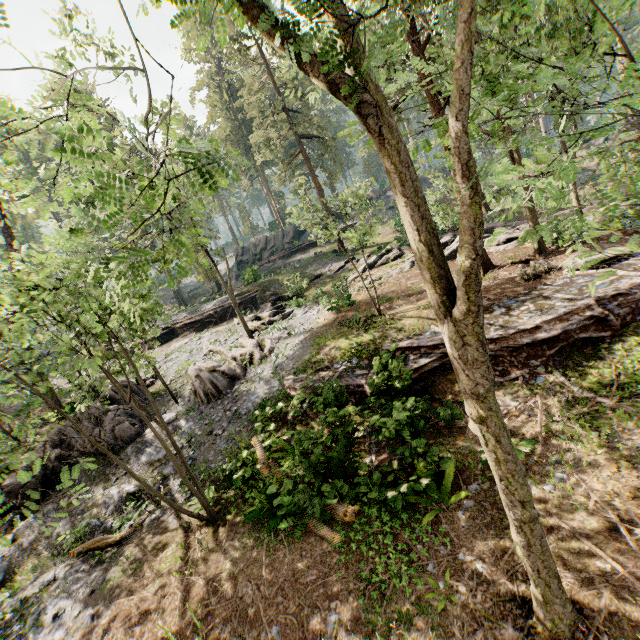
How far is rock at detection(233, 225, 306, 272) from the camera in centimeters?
4250cm

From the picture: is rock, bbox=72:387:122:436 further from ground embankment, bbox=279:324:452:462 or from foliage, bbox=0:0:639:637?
ground embankment, bbox=279:324:452:462

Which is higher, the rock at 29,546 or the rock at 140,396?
the rock at 140,396

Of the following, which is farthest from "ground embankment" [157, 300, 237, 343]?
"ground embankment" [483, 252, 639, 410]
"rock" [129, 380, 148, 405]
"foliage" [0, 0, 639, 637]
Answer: "ground embankment" [483, 252, 639, 410]

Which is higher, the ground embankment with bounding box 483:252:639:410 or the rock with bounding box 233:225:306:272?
the rock with bounding box 233:225:306:272

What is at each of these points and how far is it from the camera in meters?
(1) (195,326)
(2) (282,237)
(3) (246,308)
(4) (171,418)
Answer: (1) ground embankment, 28.6 m
(2) rock, 43.0 m
(3) ground embankment, 28.6 m
(4) rock, 16.0 m

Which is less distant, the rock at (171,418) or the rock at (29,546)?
the rock at (29,546)

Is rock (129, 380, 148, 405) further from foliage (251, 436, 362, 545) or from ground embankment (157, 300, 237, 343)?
ground embankment (157, 300, 237, 343)
